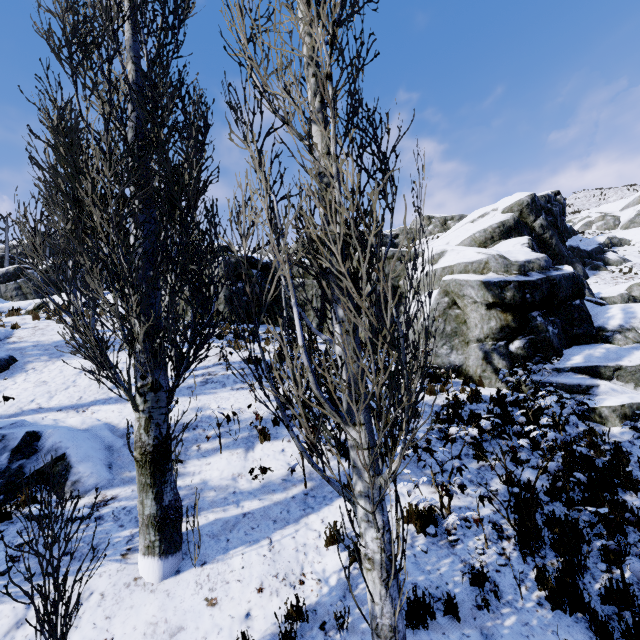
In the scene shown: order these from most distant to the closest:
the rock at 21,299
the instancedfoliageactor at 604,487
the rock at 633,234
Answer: the rock at 21,299
the rock at 633,234
the instancedfoliageactor at 604,487

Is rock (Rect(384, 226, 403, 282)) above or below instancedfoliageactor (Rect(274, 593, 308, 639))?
above

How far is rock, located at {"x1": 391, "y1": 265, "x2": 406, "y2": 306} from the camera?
15.0 meters

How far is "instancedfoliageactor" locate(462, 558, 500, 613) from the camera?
4.3 meters

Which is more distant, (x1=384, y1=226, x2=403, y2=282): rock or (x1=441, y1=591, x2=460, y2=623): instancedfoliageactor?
(x1=384, y1=226, x2=403, y2=282): rock

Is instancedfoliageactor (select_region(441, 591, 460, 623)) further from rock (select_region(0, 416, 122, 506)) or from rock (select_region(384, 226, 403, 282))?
rock (select_region(0, 416, 122, 506))

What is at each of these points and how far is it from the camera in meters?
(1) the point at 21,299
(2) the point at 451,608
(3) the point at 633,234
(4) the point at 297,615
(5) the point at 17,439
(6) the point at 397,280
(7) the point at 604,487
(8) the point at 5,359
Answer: (1) rock, 30.0 m
(2) instancedfoliageactor, 4.2 m
(3) rock, 32.1 m
(4) instancedfoliageactor, 4.2 m
(5) rock, 6.4 m
(6) rock, 15.2 m
(7) instancedfoliageactor, 6.2 m
(8) rock, 10.4 m

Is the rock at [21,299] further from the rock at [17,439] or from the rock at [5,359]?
the rock at [17,439]
